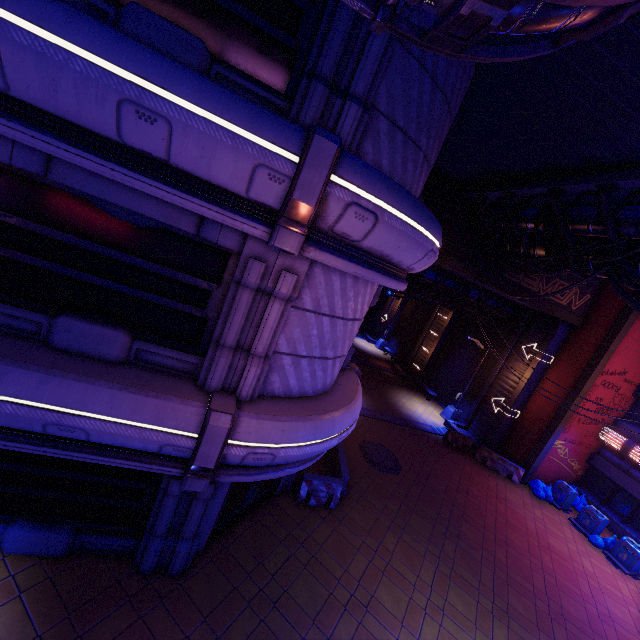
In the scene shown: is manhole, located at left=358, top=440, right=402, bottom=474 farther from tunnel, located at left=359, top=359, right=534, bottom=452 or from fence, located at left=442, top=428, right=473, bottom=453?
fence, located at left=442, top=428, right=473, bottom=453

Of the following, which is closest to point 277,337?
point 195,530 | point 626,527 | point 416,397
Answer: point 195,530

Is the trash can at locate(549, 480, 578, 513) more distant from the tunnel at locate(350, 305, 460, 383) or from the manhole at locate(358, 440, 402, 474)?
the tunnel at locate(350, 305, 460, 383)

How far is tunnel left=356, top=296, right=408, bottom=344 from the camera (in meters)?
35.25

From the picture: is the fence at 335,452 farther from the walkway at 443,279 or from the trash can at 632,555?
the trash can at 632,555

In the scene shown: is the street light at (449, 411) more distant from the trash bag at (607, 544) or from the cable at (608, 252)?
the cable at (608, 252)

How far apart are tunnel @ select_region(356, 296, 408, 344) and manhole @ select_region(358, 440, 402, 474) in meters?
21.4 m

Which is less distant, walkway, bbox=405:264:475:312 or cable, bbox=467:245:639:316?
cable, bbox=467:245:639:316
